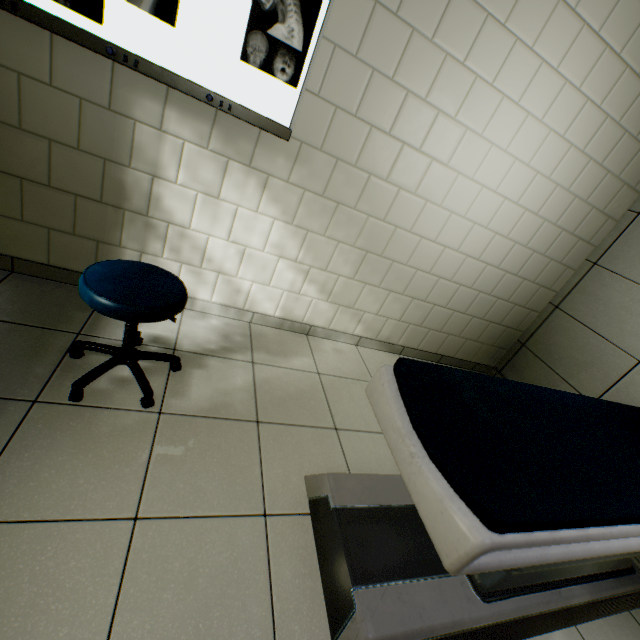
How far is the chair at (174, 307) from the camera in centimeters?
129cm

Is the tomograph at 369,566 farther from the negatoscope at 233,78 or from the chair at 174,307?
the negatoscope at 233,78

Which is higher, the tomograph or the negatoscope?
the negatoscope

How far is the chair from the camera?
1.3 meters

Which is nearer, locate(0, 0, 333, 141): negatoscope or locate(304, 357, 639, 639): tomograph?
locate(304, 357, 639, 639): tomograph

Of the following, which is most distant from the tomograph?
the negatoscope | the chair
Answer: the negatoscope

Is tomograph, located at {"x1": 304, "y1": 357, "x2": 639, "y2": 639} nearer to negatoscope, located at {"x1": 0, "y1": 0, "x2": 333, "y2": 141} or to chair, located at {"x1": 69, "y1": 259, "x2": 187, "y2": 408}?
chair, located at {"x1": 69, "y1": 259, "x2": 187, "y2": 408}

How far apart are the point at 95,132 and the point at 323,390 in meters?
2.0
